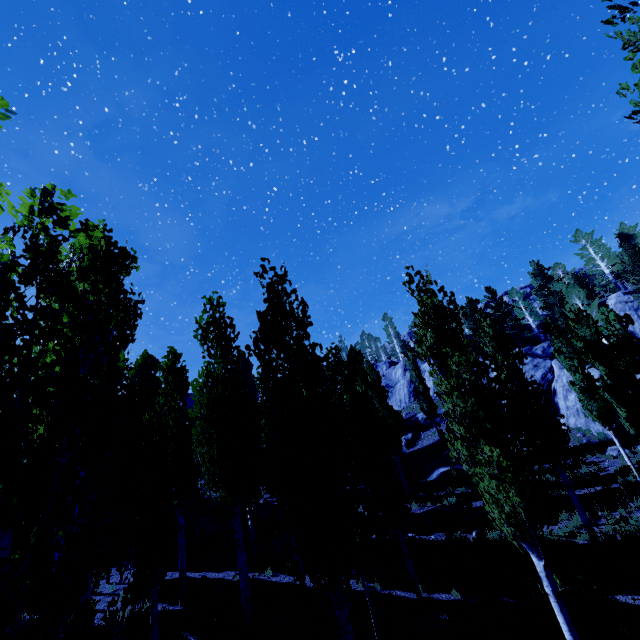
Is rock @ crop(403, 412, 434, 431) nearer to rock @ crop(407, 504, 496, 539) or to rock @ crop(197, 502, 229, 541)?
rock @ crop(407, 504, 496, 539)

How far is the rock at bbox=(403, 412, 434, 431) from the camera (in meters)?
35.91

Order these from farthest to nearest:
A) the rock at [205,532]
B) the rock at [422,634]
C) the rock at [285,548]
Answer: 1. the rock at [205,532]
2. the rock at [285,548]
3. the rock at [422,634]

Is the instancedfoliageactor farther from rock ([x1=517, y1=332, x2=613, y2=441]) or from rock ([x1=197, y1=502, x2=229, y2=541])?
rock ([x1=197, y1=502, x2=229, y2=541])

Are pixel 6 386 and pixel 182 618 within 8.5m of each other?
no

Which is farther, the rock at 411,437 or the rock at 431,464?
the rock at 411,437
